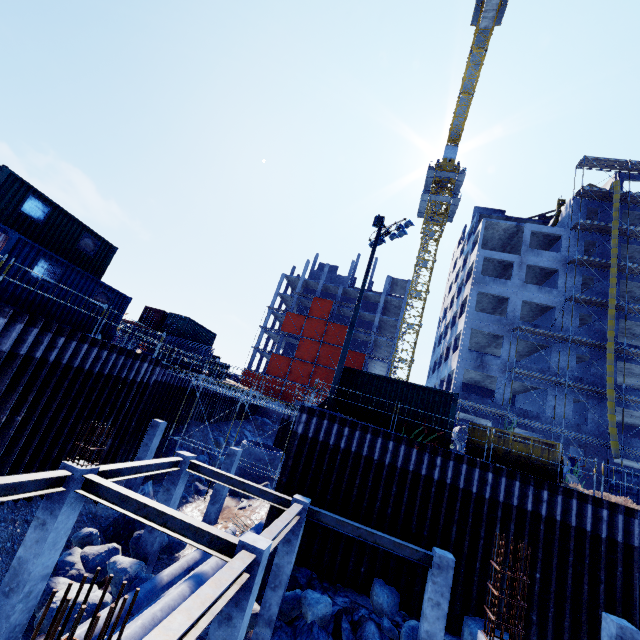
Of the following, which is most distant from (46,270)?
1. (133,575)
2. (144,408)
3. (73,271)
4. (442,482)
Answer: A: (442,482)

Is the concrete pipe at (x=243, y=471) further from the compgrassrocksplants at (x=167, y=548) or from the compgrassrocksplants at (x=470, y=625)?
the compgrassrocksplants at (x=470, y=625)

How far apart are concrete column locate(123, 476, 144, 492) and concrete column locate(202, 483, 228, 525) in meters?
4.4 m

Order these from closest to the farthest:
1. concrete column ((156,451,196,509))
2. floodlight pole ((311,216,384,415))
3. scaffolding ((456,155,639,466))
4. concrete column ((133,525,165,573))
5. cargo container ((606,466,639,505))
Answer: concrete column ((133,525,165,573)), concrete column ((156,451,196,509)), floodlight pole ((311,216,384,415)), cargo container ((606,466,639,505)), scaffolding ((456,155,639,466))

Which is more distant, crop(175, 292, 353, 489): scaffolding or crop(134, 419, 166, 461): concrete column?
crop(175, 292, 353, 489): scaffolding

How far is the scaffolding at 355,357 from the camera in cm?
5310

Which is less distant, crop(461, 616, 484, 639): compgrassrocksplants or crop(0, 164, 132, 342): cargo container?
crop(461, 616, 484, 639): compgrassrocksplants

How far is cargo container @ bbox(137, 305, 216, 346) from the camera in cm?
3262
